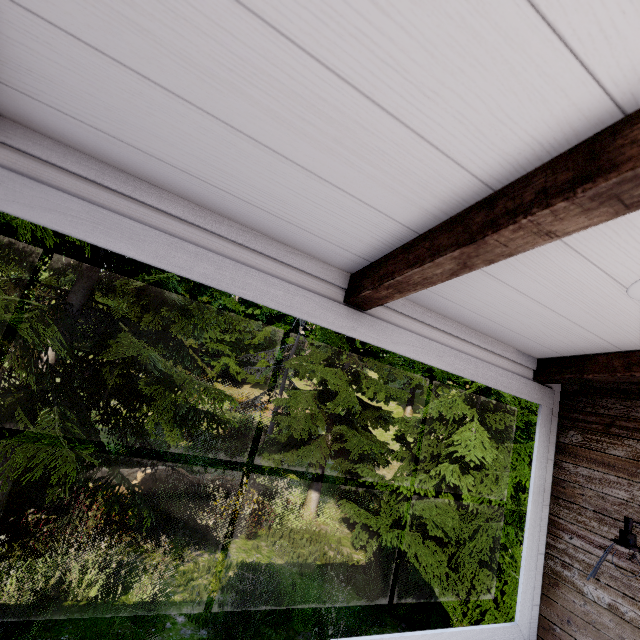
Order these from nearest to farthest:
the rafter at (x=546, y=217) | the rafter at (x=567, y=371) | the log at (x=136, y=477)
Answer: the rafter at (x=546, y=217)
the rafter at (x=567, y=371)
the log at (x=136, y=477)

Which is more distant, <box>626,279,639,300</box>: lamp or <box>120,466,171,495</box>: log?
<box>120,466,171,495</box>: log

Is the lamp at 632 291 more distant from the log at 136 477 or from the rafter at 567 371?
the log at 136 477

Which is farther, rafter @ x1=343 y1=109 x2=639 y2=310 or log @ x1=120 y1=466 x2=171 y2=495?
log @ x1=120 y1=466 x2=171 y2=495

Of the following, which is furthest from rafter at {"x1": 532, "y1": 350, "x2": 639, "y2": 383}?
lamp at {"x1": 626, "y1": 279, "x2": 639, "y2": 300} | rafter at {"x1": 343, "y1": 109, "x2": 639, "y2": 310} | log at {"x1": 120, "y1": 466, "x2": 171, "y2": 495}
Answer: log at {"x1": 120, "y1": 466, "x2": 171, "y2": 495}

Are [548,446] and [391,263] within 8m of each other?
yes

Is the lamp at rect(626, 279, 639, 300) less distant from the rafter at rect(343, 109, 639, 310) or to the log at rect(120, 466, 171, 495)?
the rafter at rect(343, 109, 639, 310)

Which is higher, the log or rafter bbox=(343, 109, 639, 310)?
rafter bbox=(343, 109, 639, 310)
